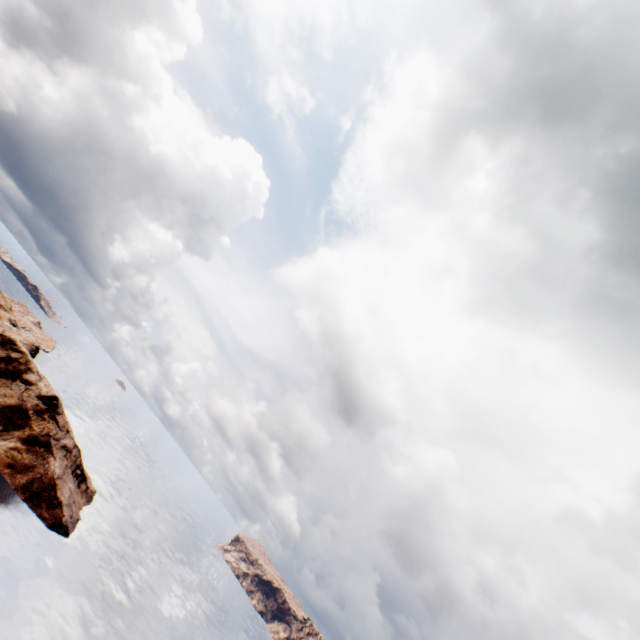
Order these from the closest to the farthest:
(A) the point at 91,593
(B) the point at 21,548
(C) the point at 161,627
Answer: (B) the point at 21,548, (A) the point at 91,593, (C) the point at 161,627
